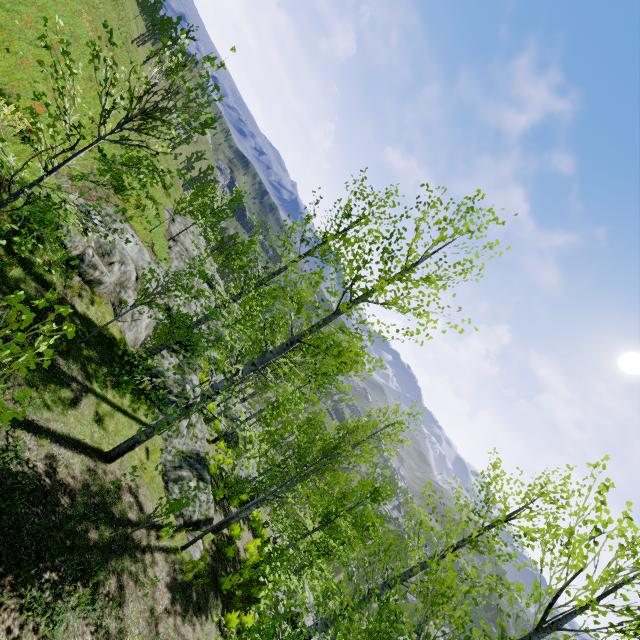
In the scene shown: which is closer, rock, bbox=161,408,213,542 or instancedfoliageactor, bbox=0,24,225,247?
instancedfoliageactor, bbox=0,24,225,247

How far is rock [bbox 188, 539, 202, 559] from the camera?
10.1 meters

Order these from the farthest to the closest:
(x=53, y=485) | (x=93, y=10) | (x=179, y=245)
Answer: (x=93, y=10) → (x=179, y=245) → (x=53, y=485)

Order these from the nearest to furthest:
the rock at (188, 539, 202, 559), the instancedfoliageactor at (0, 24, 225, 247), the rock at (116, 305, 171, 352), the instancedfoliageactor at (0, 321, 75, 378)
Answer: the instancedfoliageactor at (0, 321, 75, 378)
the instancedfoliageactor at (0, 24, 225, 247)
the rock at (188, 539, 202, 559)
the rock at (116, 305, 171, 352)

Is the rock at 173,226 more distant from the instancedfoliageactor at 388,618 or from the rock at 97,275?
the rock at 97,275

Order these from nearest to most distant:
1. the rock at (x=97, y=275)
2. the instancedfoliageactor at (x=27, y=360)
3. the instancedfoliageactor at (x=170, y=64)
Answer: the instancedfoliageactor at (x=27, y=360), the instancedfoliageactor at (x=170, y=64), the rock at (x=97, y=275)

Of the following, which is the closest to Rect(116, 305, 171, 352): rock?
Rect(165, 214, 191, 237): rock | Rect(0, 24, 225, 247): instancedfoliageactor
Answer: Rect(165, 214, 191, 237): rock
